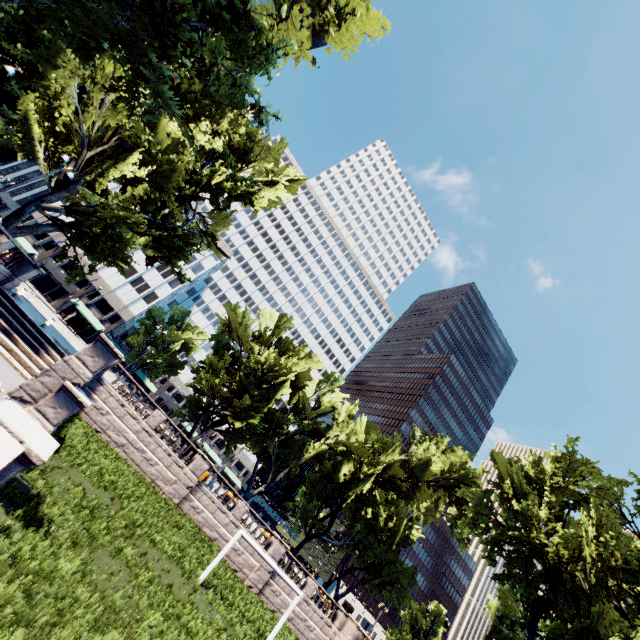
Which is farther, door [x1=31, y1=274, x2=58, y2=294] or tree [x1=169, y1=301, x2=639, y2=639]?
door [x1=31, y1=274, x2=58, y2=294]

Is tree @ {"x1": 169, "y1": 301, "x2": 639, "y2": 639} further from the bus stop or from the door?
the door

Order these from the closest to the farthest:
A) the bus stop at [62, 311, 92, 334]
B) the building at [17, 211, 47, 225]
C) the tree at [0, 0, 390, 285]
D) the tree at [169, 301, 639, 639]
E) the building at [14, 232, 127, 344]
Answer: the tree at [0, 0, 390, 285]
the tree at [169, 301, 639, 639]
the bus stop at [62, 311, 92, 334]
the building at [17, 211, 47, 225]
the building at [14, 232, 127, 344]

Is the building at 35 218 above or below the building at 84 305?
above

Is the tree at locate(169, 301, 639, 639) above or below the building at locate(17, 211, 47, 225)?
above

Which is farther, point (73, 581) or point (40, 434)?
point (73, 581)

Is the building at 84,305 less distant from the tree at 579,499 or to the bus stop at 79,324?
the tree at 579,499

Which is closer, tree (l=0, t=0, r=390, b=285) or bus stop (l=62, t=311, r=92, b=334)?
tree (l=0, t=0, r=390, b=285)
